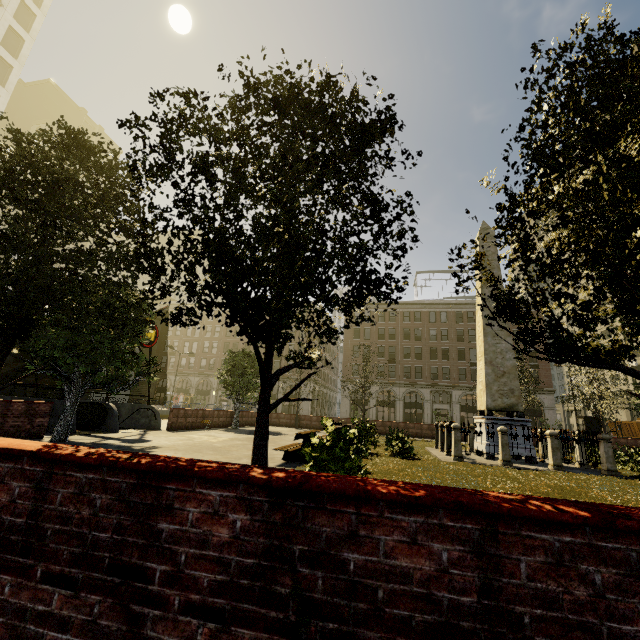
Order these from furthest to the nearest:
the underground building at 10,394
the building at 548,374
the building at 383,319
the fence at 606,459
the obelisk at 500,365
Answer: the building at 383,319
the building at 548,374
the obelisk at 500,365
the underground building at 10,394
the fence at 606,459

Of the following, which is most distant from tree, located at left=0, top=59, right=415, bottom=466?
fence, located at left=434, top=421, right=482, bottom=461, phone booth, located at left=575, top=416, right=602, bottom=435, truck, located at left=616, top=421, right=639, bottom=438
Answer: truck, located at left=616, top=421, right=639, bottom=438

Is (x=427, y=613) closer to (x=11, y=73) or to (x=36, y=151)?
(x=36, y=151)

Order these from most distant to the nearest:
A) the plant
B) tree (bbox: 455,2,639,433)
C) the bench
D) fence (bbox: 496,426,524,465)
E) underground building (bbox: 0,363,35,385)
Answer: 1. underground building (bbox: 0,363,35,385)
2. fence (bbox: 496,426,524,465)
3. the bench
4. the plant
5. tree (bbox: 455,2,639,433)

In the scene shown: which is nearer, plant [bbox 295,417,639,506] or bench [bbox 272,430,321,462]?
plant [bbox 295,417,639,506]

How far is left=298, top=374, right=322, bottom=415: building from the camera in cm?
5106

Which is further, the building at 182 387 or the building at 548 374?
the building at 182 387

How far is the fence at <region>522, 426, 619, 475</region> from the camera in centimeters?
1150cm
